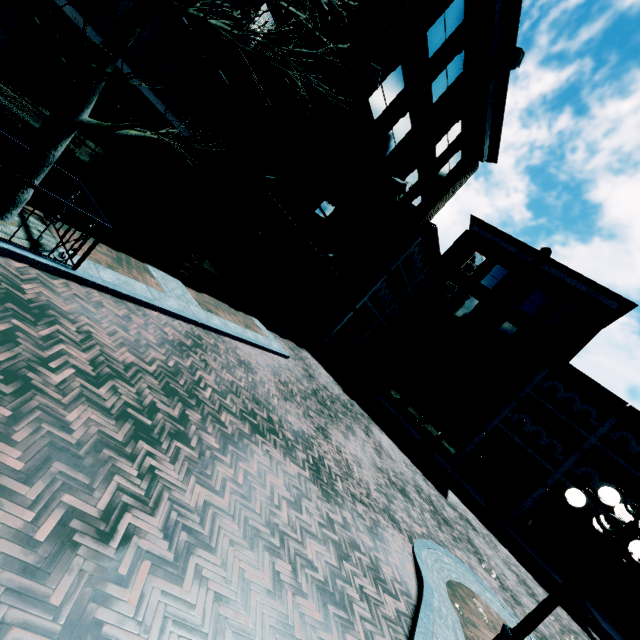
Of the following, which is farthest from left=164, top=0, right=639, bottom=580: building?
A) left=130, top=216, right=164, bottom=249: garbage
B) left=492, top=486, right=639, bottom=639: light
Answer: left=492, top=486, right=639, bottom=639: light

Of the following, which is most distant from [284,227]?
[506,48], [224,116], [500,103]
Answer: [500,103]

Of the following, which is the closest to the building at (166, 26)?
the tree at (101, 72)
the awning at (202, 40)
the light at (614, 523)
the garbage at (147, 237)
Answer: the awning at (202, 40)

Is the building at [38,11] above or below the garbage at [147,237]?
above

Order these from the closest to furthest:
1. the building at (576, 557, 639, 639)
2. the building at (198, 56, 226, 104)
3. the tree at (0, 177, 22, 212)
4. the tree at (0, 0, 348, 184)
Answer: the tree at (0, 0, 348, 184) → the tree at (0, 177, 22, 212) → the building at (198, 56, 226, 104) → the building at (576, 557, 639, 639)

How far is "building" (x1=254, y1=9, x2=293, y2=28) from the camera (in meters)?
10.83

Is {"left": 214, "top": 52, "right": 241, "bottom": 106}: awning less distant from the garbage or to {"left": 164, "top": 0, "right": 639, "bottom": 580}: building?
{"left": 164, "top": 0, "right": 639, "bottom": 580}: building

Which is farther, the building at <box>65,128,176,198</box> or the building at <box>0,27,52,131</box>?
the building at <box>65,128,176,198</box>
